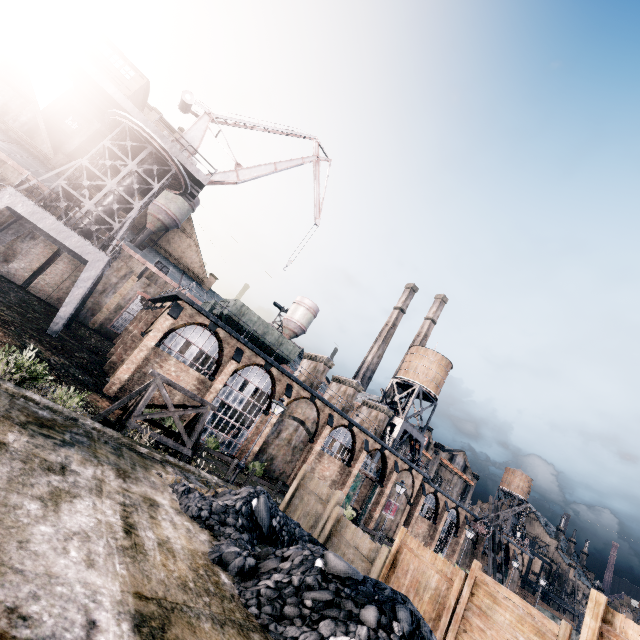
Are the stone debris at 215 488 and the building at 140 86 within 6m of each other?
no

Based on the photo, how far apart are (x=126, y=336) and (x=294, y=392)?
18.64m

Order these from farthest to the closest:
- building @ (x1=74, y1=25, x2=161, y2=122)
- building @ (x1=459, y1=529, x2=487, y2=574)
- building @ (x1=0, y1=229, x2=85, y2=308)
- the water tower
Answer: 1. building @ (x1=459, y1=529, x2=487, y2=574)
2. the water tower
3. building @ (x1=0, y1=229, x2=85, y2=308)
4. building @ (x1=74, y1=25, x2=161, y2=122)

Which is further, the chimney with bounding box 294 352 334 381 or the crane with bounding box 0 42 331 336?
the chimney with bounding box 294 352 334 381

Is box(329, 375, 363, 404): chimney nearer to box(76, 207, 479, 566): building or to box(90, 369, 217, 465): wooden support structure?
box(76, 207, 479, 566): building

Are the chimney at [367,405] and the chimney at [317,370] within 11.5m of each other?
yes

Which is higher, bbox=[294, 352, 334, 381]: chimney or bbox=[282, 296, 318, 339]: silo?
bbox=[282, 296, 318, 339]: silo

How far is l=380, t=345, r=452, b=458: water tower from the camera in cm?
4547
